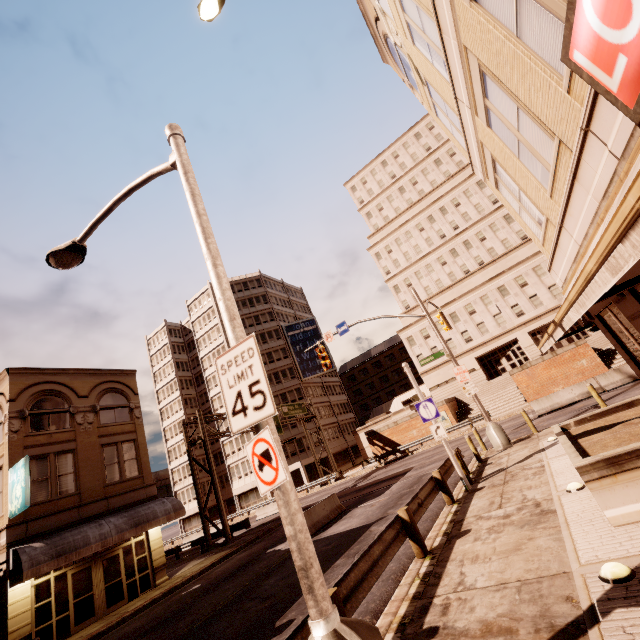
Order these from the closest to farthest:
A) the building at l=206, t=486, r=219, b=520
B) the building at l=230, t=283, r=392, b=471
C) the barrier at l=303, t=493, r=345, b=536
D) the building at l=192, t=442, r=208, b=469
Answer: the barrier at l=303, t=493, r=345, b=536 < the building at l=230, t=283, r=392, b=471 < the building at l=206, t=486, r=219, b=520 < the building at l=192, t=442, r=208, b=469

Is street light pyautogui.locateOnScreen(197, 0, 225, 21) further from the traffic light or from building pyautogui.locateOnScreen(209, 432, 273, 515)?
building pyautogui.locateOnScreen(209, 432, 273, 515)

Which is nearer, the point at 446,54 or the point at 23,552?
the point at 446,54

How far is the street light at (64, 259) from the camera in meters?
4.7 m

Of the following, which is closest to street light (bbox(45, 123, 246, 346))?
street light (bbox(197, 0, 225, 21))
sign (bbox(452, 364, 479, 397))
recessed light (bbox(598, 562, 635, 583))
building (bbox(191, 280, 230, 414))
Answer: recessed light (bbox(598, 562, 635, 583))

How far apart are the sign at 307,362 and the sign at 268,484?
50.15m

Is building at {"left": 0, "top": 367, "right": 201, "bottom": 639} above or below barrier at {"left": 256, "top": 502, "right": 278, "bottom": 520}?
above

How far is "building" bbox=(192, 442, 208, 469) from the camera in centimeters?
5523cm
